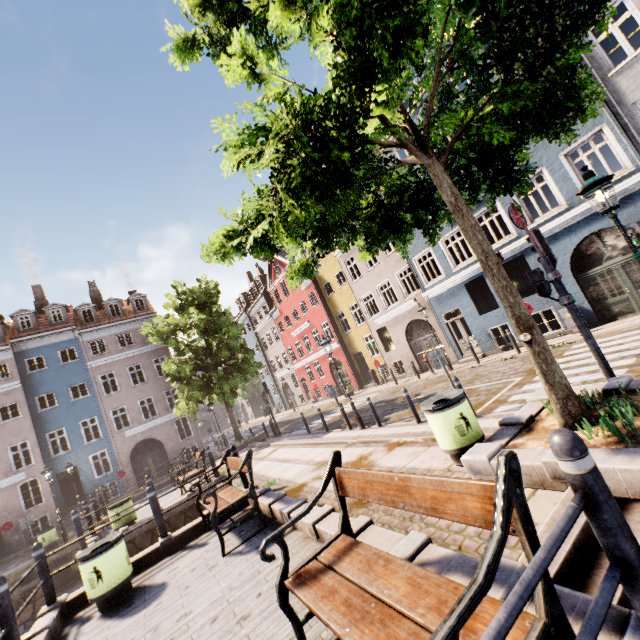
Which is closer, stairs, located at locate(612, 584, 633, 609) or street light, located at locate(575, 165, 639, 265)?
stairs, located at locate(612, 584, 633, 609)

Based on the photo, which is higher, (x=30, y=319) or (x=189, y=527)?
(x=30, y=319)

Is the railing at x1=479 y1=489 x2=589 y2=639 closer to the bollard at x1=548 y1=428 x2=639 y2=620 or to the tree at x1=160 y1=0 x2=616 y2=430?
the bollard at x1=548 y1=428 x2=639 y2=620

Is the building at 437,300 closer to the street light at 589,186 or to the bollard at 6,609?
the street light at 589,186

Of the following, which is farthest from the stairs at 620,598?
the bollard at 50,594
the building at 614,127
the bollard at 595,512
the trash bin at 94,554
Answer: the building at 614,127

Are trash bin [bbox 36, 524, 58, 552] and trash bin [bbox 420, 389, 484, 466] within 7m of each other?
no

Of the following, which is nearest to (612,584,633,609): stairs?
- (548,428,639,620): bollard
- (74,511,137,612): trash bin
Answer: (548,428,639,620): bollard

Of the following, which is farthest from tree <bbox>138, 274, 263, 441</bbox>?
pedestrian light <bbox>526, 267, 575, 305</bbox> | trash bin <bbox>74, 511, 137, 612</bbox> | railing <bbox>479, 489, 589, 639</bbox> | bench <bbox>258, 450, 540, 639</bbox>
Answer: trash bin <bbox>74, 511, 137, 612</bbox>
